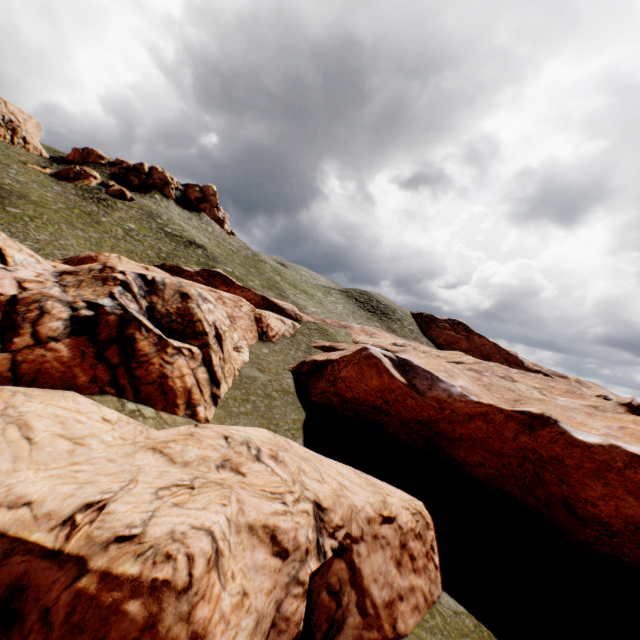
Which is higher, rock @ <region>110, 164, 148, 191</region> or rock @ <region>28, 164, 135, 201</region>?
rock @ <region>110, 164, 148, 191</region>

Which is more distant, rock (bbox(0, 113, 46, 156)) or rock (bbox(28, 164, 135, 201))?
rock (bbox(0, 113, 46, 156))

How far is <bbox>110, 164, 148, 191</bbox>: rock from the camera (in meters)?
57.81

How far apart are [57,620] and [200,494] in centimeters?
350cm

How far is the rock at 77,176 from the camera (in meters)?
50.75

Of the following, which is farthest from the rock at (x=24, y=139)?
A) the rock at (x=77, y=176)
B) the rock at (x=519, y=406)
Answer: the rock at (x=519, y=406)

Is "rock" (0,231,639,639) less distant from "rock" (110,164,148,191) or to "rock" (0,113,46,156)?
"rock" (110,164,148,191)

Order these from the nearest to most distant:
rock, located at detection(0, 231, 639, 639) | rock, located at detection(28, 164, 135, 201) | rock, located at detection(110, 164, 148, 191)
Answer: rock, located at detection(0, 231, 639, 639) < rock, located at detection(28, 164, 135, 201) < rock, located at detection(110, 164, 148, 191)
